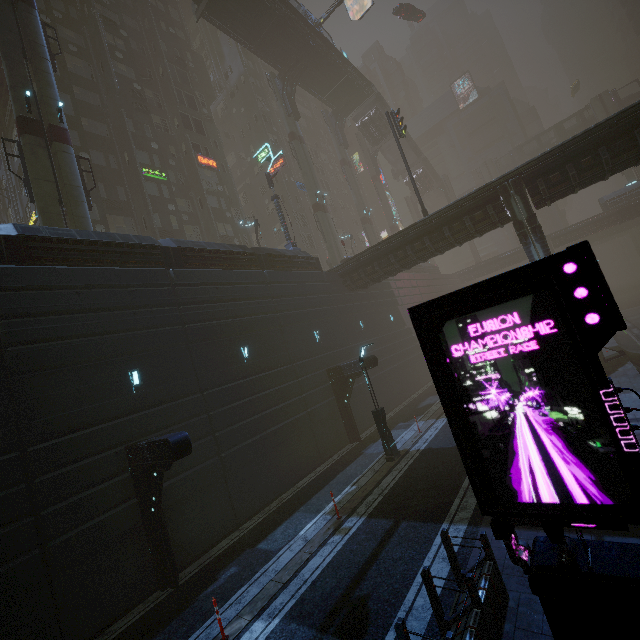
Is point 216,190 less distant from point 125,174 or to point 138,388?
point 125,174

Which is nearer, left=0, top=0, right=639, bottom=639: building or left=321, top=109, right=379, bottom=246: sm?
left=0, top=0, right=639, bottom=639: building

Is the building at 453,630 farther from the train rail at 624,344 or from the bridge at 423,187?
the bridge at 423,187

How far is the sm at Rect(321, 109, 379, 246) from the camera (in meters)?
43.91

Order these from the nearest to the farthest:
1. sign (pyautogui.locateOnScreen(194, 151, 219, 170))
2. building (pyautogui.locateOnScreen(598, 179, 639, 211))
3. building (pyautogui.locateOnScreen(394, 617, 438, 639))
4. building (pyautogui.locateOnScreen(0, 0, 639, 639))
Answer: building (pyautogui.locateOnScreen(394, 617, 438, 639)) < building (pyautogui.locateOnScreen(0, 0, 639, 639)) < sign (pyautogui.locateOnScreen(194, 151, 219, 170)) < building (pyautogui.locateOnScreen(598, 179, 639, 211))

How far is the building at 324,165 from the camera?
52.62m

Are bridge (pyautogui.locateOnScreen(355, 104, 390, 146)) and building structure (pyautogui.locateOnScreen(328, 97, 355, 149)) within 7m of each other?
yes

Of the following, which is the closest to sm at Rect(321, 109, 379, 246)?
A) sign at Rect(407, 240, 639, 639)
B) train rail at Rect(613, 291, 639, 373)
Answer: train rail at Rect(613, 291, 639, 373)
